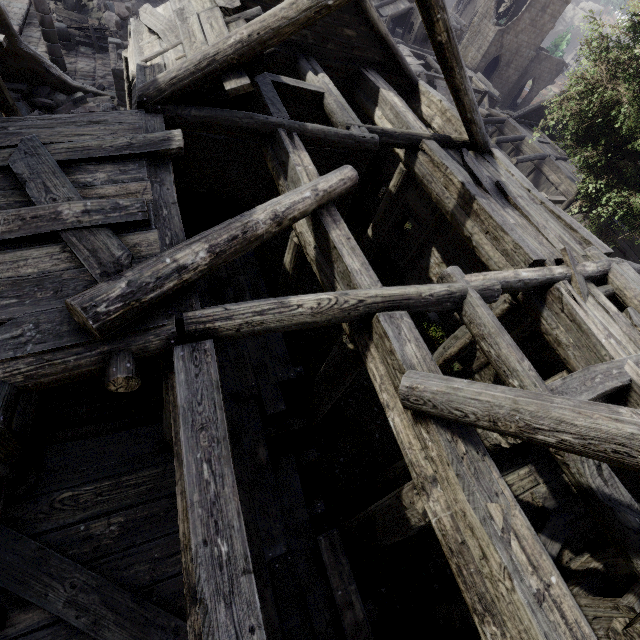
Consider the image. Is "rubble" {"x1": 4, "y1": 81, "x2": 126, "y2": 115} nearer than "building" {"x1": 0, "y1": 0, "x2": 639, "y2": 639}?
No

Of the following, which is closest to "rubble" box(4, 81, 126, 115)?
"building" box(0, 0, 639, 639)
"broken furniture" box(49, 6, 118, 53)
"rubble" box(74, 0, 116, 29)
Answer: "building" box(0, 0, 639, 639)

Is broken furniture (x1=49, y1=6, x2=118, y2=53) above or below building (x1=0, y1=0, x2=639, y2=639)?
below

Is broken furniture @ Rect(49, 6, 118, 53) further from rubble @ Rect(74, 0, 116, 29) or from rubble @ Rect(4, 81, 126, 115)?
rubble @ Rect(4, 81, 126, 115)

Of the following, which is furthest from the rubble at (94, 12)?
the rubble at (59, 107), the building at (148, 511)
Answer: the rubble at (59, 107)

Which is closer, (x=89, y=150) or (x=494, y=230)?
(x=89, y=150)

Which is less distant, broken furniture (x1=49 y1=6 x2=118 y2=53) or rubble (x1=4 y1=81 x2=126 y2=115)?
rubble (x1=4 y1=81 x2=126 y2=115)

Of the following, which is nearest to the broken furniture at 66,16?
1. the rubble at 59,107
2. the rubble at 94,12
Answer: the rubble at 94,12
